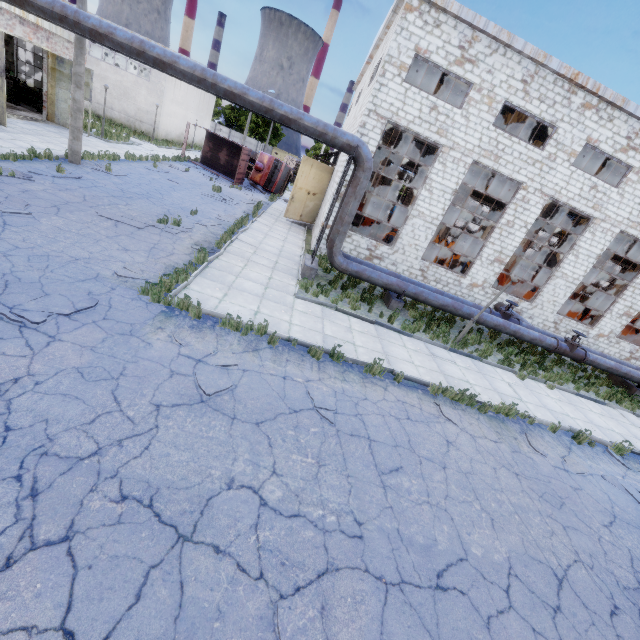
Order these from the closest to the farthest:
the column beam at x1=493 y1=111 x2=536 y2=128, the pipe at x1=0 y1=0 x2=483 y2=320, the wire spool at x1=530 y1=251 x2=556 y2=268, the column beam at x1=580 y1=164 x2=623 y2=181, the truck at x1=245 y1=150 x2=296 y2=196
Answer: the pipe at x1=0 y1=0 x2=483 y2=320
the column beam at x1=493 y1=111 x2=536 y2=128
the column beam at x1=580 y1=164 x2=623 y2=181
the wire spool at x1=530 y1=251 x2=556 y2=268
the truck at x1=245 y1=150 x2=296 y2=196

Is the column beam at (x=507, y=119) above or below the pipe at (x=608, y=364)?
above

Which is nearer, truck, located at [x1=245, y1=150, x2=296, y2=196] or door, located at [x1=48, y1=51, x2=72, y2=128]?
door, located at [x1=48, y1=51, x2=72, y2=128]

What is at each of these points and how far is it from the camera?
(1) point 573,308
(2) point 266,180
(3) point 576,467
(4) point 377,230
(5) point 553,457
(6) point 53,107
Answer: (1) cable machine, 22.0 meters
(2) truck, 31.1 meters
(3) asphalt debris, 8.0 meters
(4) forklift, 28.6 meters
(5) asphalt debris, 8.1 meters
(6) door, 20.6 meters

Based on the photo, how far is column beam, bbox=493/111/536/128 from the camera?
18.5m

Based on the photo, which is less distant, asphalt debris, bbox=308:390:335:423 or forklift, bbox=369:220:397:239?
asphalt debris, bbox=308:390:335:423

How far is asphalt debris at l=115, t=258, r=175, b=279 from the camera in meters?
8.0 m

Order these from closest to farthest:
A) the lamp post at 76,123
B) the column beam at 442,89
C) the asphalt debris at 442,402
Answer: the asphalt debris at 442,402, the lamp post at 76,123, the column beam at 442,89
